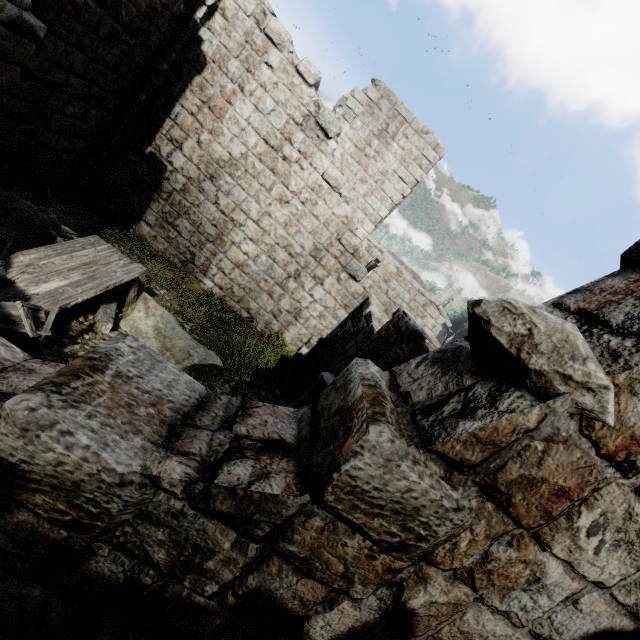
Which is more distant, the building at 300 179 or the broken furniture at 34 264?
the broken furniture at 34 264

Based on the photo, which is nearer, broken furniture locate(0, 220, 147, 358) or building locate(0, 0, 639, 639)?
building locate(0, 0, 639, 639)

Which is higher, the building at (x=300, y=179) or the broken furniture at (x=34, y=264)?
the building at (x=300, y=179)

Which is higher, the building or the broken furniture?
the building

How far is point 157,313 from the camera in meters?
6.8
